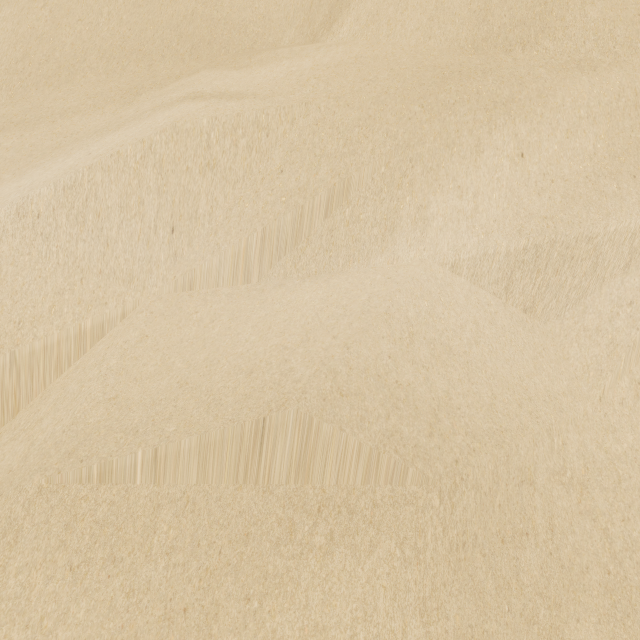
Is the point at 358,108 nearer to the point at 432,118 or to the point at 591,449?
the point at 432,118
